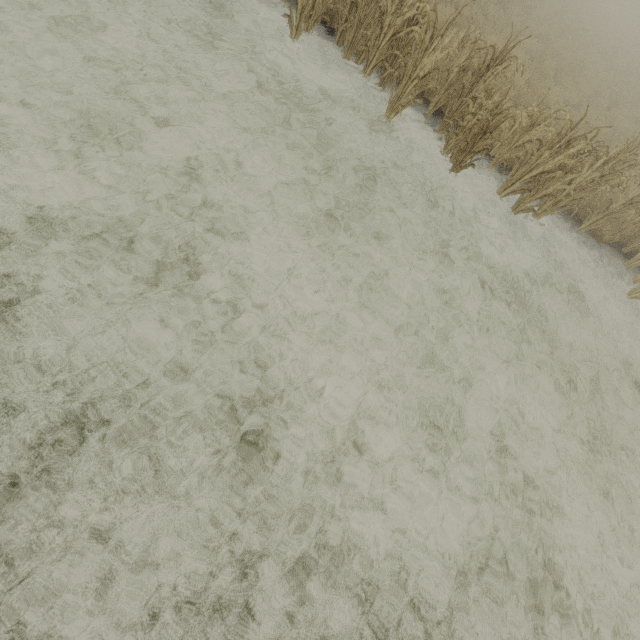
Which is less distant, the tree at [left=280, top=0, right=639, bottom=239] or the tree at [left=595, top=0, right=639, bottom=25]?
the tree at [left=280, top=0, right=639, bottom=239]

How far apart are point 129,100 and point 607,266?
10.3m

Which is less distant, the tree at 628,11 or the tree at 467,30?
the tree at 467,30
